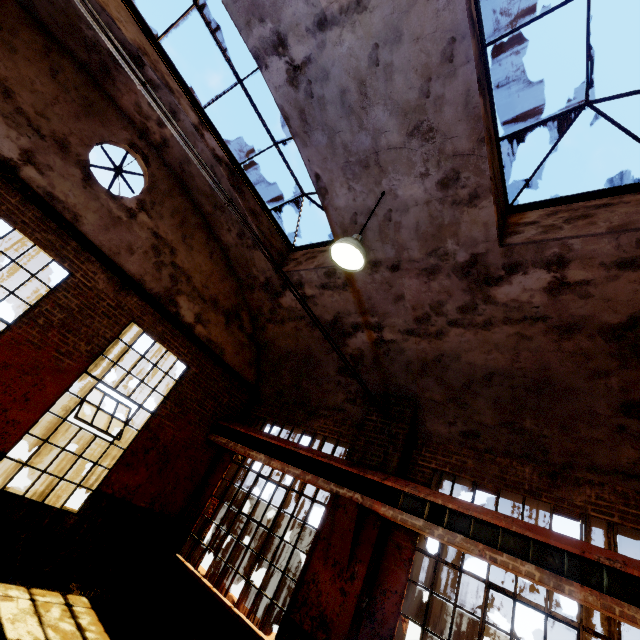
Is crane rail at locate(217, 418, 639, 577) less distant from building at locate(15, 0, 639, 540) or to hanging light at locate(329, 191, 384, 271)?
building at locate(15, 0, 639, 540)

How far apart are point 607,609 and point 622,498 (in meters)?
1.63

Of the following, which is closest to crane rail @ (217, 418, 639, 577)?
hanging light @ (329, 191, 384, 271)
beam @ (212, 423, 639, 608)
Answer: beam @ (212, 423, 639, 608)

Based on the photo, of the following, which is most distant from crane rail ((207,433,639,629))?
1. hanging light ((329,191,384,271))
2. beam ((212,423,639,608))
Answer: hanging light ((329,191,384,271))

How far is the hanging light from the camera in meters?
4.4 m

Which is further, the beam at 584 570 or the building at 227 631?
the building at 227 631

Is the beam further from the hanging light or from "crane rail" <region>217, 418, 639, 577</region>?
the hanging light

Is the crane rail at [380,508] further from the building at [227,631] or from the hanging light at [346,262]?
the hanging light at [346,262]
